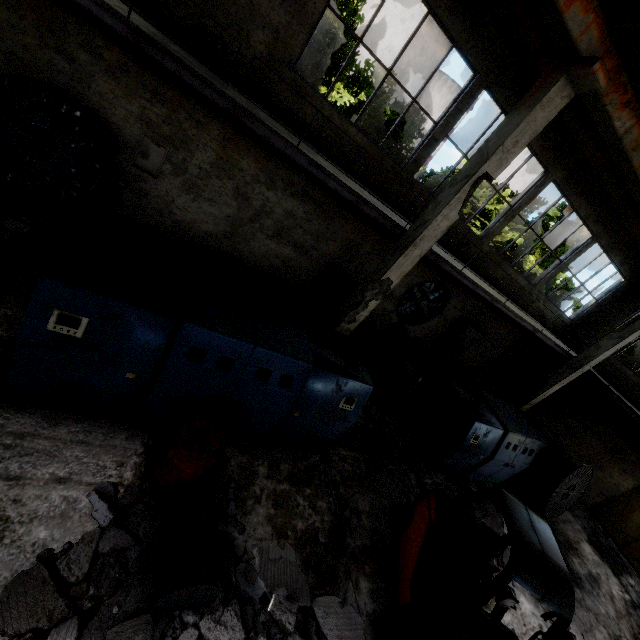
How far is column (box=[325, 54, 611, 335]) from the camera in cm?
536

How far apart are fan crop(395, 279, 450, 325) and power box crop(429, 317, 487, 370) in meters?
0.9 m

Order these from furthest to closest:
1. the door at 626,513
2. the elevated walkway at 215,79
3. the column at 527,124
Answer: the door at 626,513, the column at 527,124, the elevated walkway at 215,79

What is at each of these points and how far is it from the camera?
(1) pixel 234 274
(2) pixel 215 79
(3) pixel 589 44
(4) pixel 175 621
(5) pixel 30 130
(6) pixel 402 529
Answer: (1) concrete debris, 8.1m
(2) elevated walkway, 5.4m
(3) beam, 5.1m
(4) concrete debris, 3.3m
(5) wire spool, 6.3m
(6) forklift, 5.9m

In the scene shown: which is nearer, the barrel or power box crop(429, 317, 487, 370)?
the barrel

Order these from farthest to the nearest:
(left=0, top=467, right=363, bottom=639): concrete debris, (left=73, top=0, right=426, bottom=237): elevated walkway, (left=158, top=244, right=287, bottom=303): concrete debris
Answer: (left=158, top=244, right=287, bottom=303): concrete debris, (left=73, top=0, right=426, bottom=237): elevated walkway, (left=0, top=467, right=363, bottom=639): concrete debris

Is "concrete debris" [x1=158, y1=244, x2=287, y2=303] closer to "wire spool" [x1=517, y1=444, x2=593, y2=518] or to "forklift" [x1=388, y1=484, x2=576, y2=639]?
"forklift" [x1=388, y1=484, x2=576, y2=639]

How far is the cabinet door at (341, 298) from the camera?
10.23m
